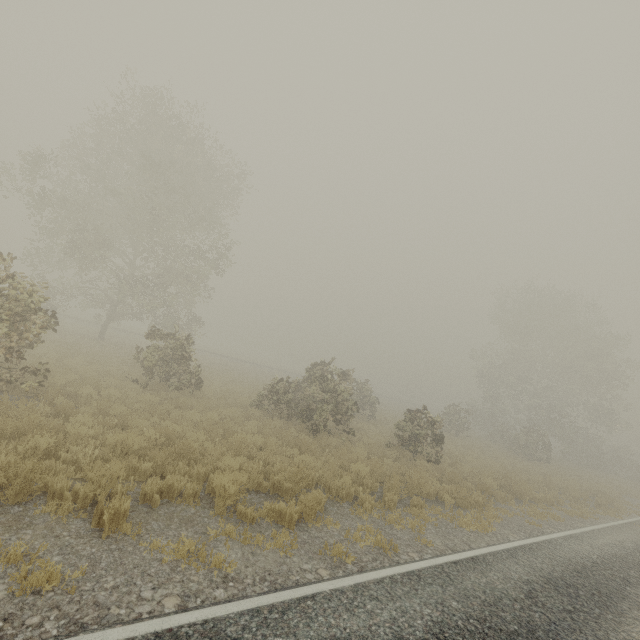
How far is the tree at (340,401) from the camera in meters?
14.3

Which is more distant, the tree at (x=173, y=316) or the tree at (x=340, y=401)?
the tree at (x=340, y=401)

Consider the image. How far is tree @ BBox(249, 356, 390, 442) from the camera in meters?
14.3 m

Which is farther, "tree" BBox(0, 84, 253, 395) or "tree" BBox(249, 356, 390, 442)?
"tree" BBox(249, 356, 390, 442)

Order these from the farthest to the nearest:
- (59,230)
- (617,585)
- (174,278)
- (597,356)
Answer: (597,356) < (174,278) < (59,230) < (617,585)
